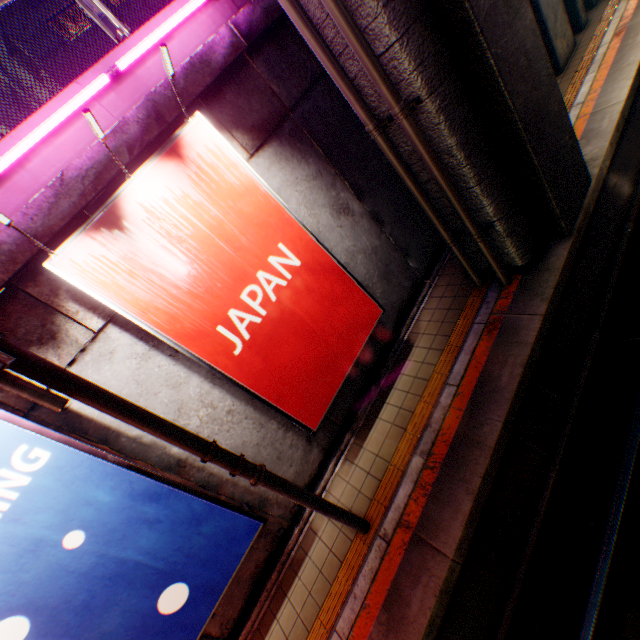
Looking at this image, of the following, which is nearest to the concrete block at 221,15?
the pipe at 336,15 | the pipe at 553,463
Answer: the pipe at 336,15

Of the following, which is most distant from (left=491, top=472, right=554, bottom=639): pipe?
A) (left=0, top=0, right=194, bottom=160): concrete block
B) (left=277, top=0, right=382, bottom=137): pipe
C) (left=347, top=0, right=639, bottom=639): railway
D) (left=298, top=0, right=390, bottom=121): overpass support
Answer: (left=0, top=0, right=194, bottom=160): concrete block

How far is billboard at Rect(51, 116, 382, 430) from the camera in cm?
391

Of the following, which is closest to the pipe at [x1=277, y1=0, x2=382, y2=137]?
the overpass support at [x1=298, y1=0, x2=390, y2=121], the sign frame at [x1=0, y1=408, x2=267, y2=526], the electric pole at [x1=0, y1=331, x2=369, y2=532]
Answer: the overpass support at [x1=298, y1=0, x2=390, y2=121]

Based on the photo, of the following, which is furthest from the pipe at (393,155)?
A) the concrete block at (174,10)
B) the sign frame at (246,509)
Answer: the sign frame at (246,509)

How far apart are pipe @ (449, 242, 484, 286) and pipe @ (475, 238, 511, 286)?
0.29m

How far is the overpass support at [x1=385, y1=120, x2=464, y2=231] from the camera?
5.3m

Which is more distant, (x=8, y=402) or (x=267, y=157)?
(x=267, y=157)
